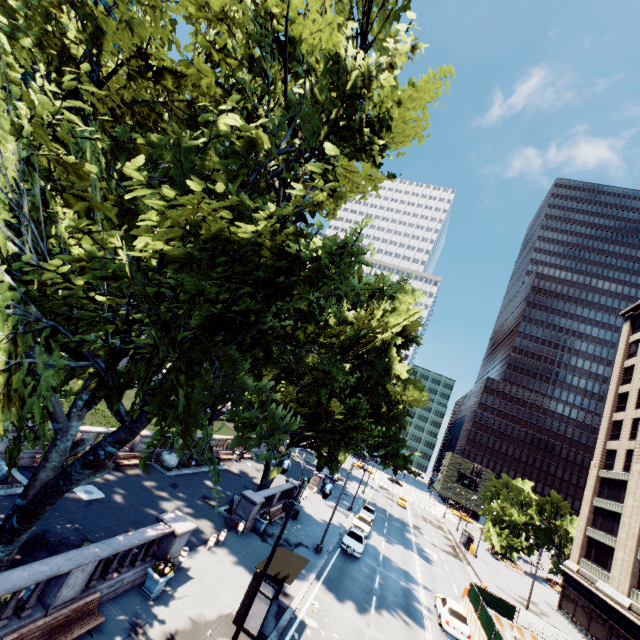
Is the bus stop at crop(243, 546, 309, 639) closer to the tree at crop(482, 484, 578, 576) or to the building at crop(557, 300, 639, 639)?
the tree at crop(482, 484, 578, 576)

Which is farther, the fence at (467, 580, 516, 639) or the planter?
the fence at (467, 580, 516, 639)

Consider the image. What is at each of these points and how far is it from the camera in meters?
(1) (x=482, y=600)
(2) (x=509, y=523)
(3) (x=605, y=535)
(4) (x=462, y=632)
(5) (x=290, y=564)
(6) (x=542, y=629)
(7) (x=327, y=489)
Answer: (1) fence, 28.1 m
(2) tree, 56.9 m
(3) building, 38.5 m
(4) vehicle, 21.2 m
(5) bus stop, 15.5 m
(6) fence, 26.6 m
(7) light, 11.8 m

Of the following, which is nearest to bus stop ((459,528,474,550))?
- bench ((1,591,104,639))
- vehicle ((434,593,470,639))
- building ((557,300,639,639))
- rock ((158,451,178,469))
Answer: building ((557,300,639,639))

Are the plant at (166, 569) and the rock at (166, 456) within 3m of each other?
no

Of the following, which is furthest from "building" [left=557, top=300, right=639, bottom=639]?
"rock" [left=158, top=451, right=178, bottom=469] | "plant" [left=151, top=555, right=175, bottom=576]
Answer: "rock" [left=158, top=451, right=178, bottom=469]

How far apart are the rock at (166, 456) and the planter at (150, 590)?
13.7m

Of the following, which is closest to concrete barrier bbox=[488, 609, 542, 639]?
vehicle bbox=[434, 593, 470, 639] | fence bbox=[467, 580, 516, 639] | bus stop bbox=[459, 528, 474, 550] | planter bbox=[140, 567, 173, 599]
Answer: fence bbox=[467, 580, 516, 639]
